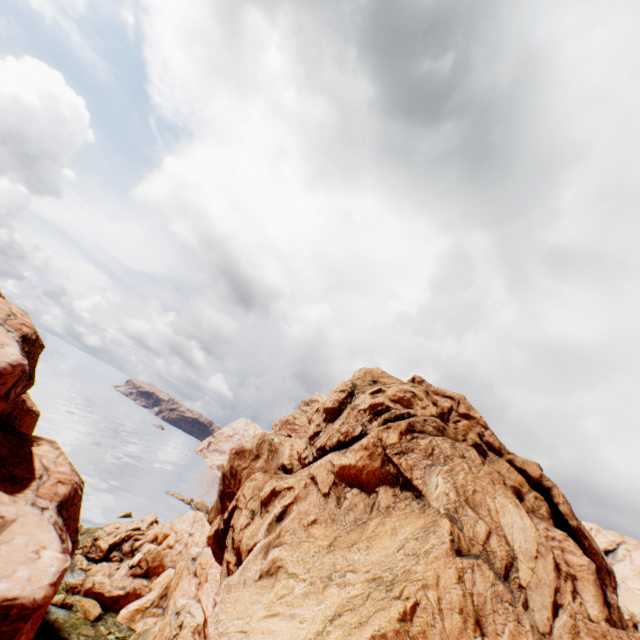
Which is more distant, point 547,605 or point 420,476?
point 420,476
